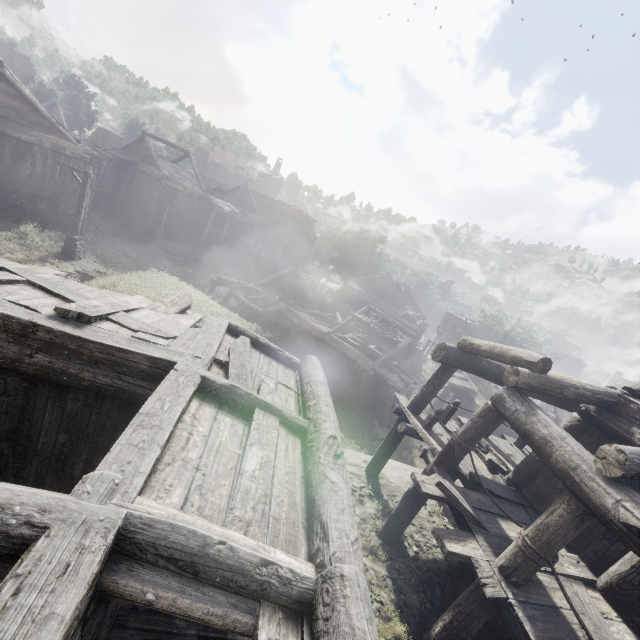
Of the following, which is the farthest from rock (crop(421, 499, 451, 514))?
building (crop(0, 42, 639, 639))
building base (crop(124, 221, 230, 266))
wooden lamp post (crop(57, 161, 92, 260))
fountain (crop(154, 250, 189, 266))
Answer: building base (crop(124, 221, 230, 266))

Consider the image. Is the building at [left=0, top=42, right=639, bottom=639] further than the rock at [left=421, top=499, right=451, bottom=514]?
Answer: No

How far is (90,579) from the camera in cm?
198

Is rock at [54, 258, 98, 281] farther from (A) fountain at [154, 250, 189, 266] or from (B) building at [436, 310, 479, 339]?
(A) fountain at [154, 250, 189, 266]

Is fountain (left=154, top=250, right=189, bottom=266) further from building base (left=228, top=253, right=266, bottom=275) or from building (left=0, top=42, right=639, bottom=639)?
building (left=0, top=42, right=639, bottom=639)

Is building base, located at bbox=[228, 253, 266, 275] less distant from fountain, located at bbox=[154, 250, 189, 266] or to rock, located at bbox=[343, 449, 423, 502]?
fountain, located at bbox=[154, 250, 189, 266]

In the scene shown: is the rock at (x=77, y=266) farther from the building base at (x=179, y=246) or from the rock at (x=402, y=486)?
the building base at (x=179, y=246)

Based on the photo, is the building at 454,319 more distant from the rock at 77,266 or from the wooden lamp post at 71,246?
the rock at 77,266
